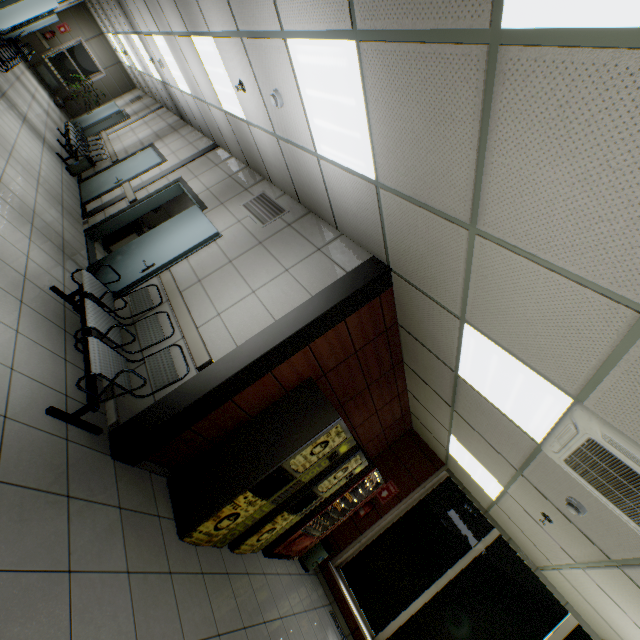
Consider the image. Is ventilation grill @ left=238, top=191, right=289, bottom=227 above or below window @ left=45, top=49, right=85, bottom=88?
above

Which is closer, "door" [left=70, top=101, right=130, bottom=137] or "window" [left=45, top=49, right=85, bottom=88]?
"door" [left=70, top=101, right=130, bottom=137]

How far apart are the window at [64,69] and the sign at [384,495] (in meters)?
19.58

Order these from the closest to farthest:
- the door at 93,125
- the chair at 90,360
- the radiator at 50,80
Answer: the chair at 90,360, the door at 93,125, the radiator at 50,80

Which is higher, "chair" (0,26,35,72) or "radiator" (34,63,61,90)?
"chair" (0,26,35,72)

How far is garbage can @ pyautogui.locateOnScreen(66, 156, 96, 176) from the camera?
8.2m

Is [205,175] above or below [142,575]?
above

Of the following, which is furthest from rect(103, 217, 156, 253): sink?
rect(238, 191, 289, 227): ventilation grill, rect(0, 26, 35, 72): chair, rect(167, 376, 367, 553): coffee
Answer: rect(167, 376, 367, 553): coffee
